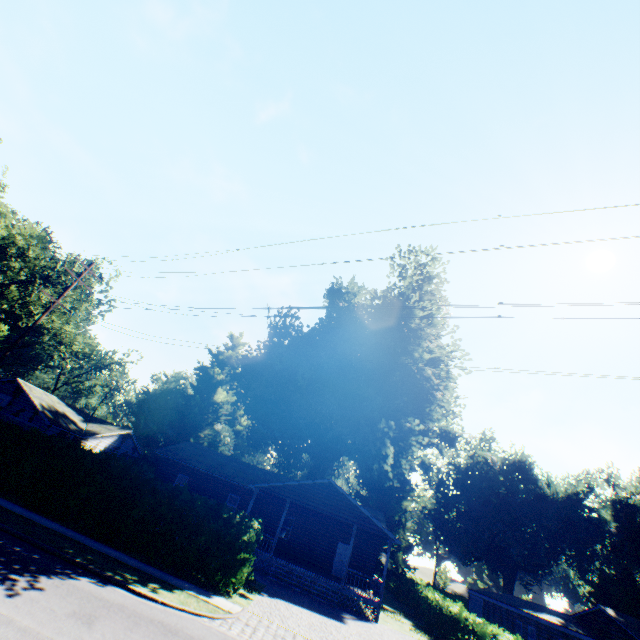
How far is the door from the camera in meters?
24.9 m

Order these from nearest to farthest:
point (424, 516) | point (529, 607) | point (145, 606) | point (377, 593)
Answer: point (145, 606) < point (377, 593) < point (529, 607) < point (424, 516)

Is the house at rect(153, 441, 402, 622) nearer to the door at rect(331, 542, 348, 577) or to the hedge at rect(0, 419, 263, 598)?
the door at rect(331, 542, 348, 577)

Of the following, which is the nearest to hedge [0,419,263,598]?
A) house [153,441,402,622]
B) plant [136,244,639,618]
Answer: house [153,441,402,622]

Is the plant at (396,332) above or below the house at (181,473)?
above

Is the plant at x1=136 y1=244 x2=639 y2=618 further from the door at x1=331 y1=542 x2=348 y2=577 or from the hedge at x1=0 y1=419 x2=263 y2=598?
the hedge at x1=0 y1=419 x2=263 y2=598

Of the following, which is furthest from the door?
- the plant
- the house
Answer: the plant

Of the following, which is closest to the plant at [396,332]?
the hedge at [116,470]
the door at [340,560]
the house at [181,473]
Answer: the house at [181,473]
